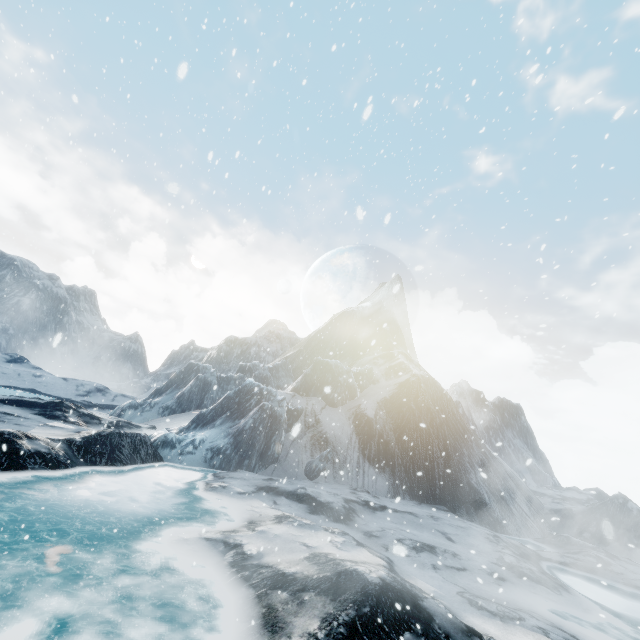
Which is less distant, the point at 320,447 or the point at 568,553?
the point at 568,553
